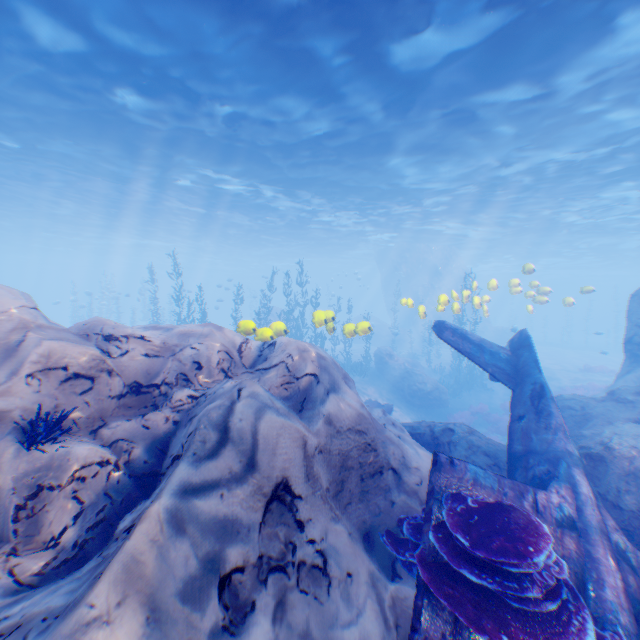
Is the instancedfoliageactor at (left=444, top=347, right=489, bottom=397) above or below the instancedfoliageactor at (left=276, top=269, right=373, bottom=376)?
below

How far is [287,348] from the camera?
6.1 meters

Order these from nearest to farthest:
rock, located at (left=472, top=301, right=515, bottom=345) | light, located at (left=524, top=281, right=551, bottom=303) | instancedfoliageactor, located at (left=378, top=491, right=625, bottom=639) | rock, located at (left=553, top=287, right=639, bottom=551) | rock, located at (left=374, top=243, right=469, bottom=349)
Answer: instancedfoliageactor, located at (left=378, top=491, right=625, bottom=639) → rock, located at (left=553, top=287, right=639, bottom=551) → light, located at (left=524, top=281, right=551, bottom=303) → rock, located at (left=472, top=301, right=515, bottom=345) → rock, located at (left=374, top=243, right=469, bottom=349)

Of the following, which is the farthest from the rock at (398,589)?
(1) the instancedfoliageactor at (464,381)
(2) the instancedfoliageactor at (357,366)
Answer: (2) the instancedfoliageactor at (357,366)

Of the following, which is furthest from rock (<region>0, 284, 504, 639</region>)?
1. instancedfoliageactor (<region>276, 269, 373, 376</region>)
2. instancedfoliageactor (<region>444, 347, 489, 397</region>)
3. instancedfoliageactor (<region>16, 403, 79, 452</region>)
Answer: instancedfoliageactor (<region>276, 269, 373, 376</region>)

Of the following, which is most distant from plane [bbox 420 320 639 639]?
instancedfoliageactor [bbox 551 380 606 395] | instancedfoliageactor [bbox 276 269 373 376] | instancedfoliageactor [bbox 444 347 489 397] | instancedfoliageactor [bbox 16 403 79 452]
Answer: instancedfoliageactor [bbox 276 269 373 376]

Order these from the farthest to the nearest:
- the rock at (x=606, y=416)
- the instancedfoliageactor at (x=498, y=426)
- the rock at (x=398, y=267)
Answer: the rock at (x=398, y=267), the instancedfoliageactor at (x=498, y=426), the rock at (x=606, y=416)

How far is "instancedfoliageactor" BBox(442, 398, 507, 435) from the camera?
18.0m
